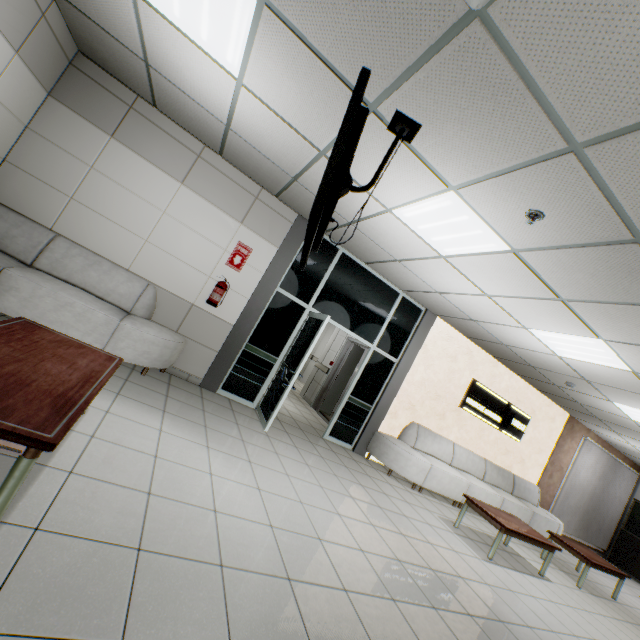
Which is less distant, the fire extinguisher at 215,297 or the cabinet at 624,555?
the fire extinguisher at 215,297

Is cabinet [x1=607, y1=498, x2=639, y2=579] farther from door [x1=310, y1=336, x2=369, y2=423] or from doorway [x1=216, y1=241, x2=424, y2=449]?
doorway [x1=216, y1=241, x2=424, y2=449]

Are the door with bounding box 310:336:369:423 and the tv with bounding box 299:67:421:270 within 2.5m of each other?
no

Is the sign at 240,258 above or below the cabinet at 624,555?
above

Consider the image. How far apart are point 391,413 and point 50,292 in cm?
593

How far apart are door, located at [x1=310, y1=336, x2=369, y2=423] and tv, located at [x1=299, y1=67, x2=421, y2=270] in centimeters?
476cm

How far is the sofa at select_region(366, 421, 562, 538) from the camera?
6.1m

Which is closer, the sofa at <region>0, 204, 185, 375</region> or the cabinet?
the sofa at <region>0, 204, 185, 375</region>
